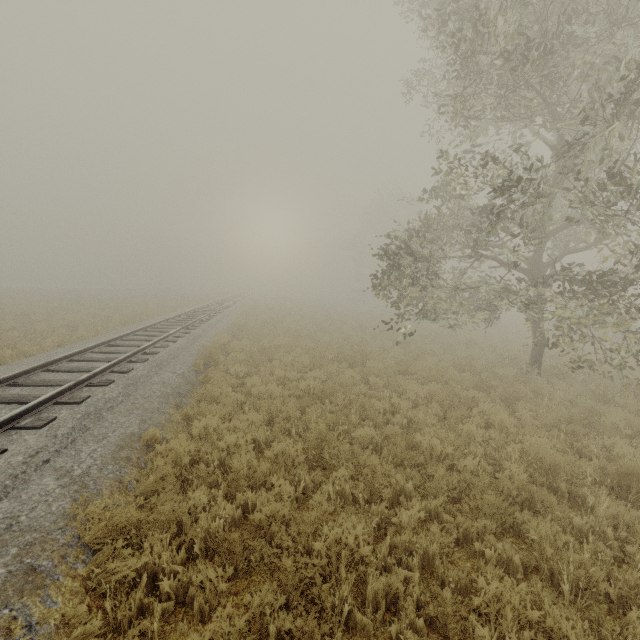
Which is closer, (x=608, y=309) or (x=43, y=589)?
(x=43, y=589)
